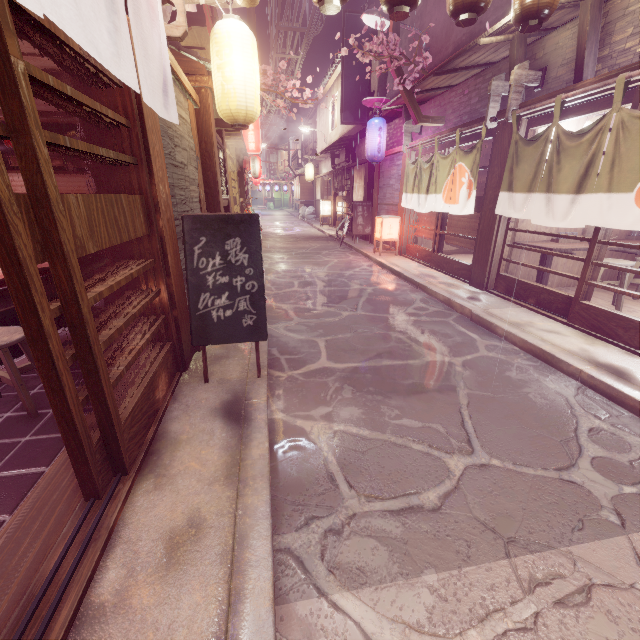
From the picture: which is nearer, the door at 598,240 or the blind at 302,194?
the door at 598,240

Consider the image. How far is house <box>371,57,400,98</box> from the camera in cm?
1790

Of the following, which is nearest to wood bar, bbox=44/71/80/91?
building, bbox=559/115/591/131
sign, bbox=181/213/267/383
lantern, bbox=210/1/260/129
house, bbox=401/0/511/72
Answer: lantern, bbox=210/1/260/129

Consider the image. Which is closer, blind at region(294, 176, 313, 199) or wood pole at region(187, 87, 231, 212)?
wood pole at region(187, 87, 231, 212)

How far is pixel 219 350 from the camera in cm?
676

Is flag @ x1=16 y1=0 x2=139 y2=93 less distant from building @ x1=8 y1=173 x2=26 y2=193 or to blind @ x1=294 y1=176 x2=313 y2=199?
building @ x1=8 y1=173 x2=26 y2=193

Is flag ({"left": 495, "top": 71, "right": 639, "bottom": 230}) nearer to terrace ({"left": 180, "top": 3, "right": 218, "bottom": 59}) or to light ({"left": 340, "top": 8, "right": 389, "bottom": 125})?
light ({"left": 340, "top": 8, "right": 389, "bottom": 125})

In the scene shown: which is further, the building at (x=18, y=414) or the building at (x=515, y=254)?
the building at (x=515, y=254)
